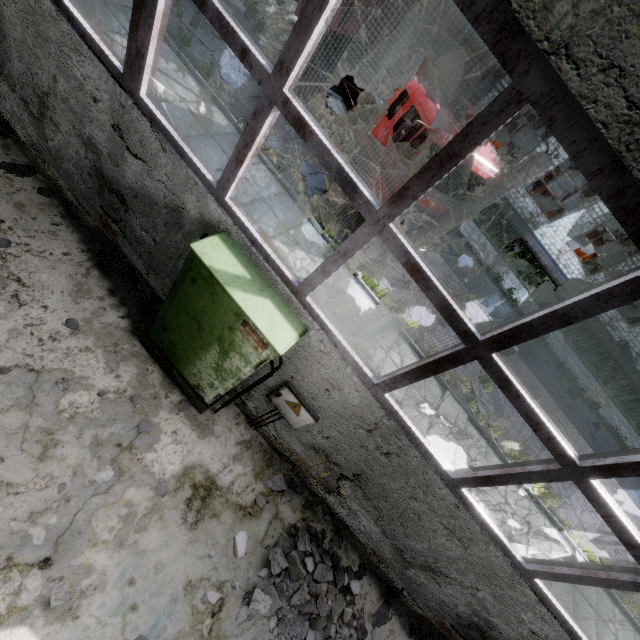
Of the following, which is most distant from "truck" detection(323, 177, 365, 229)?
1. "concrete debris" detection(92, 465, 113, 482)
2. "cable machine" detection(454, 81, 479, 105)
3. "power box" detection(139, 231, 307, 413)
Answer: "cable machine" detection(454, 81, 479, 105)

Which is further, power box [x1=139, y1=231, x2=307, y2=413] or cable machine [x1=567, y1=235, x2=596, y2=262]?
cable machine [x1=567, y1=235, x2=596, y2=262]

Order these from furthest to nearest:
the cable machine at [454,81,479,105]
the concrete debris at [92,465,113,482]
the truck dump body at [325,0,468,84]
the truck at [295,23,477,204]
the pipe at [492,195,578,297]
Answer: the cable machine at [454,81,479,105] → the pipe at [492,195,578,297] → the truck dump body at [325,0,468,84] → the truck at [295,23,477,204] → the concrete debris at [92,465,113,482]

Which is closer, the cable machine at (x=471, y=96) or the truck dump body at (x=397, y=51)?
the truck dump body at (x=397, y=51)

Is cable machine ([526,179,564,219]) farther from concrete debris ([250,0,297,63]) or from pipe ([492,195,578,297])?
concrete debris ([250,0,297,63])

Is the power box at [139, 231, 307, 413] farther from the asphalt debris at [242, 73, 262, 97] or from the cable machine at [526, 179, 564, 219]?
the cable machine at [526, 179, 564, 219]

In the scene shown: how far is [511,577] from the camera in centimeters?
361cm

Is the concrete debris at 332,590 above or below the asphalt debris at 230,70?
above
